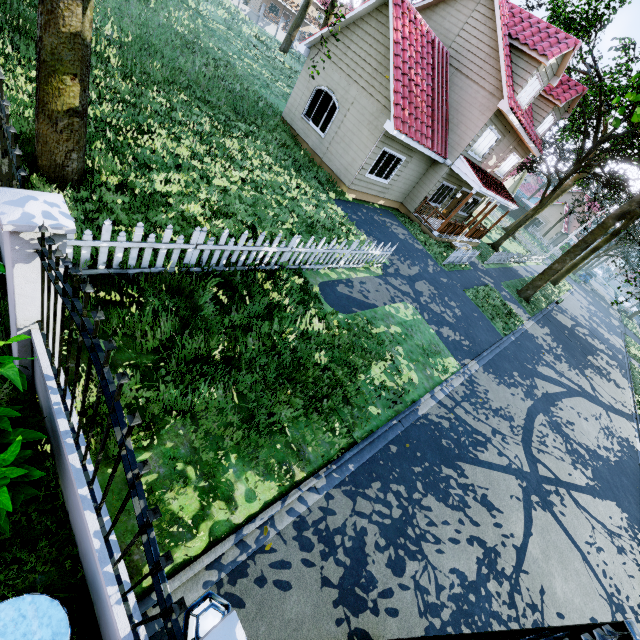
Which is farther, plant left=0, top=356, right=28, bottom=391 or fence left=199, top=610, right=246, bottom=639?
plant left=0, top=356, right=28, bottom=391

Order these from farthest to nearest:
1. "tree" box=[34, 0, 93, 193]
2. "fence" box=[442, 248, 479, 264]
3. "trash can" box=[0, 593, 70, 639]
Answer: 1. "fence" box=[442, 248, 479, 264]
2. "tree" box=[34, 0, 93, 193]
3. "trash can" box=[0, 593, 70, 639]

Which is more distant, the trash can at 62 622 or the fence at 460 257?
the fence at 460 257

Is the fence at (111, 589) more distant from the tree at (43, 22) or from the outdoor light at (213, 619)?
the tree at (43, 22)

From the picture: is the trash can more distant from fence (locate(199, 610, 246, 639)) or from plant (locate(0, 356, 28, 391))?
plant (locate(0, 356, 28, 391))

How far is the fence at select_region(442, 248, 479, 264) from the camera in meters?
15.8 m

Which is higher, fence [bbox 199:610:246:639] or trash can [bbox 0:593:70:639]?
fence [bbox 199:610:246:639]

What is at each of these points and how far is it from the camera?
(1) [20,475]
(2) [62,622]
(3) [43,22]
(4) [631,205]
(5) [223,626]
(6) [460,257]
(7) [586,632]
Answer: (1) plant, 2.67m
(2) trash can, 2.29m
(3) tree, 4.48m
(4) tree, 16.50m
(5) fence, 1.53m
(6) fence, 16.78m
(7) gate, 2.43m
